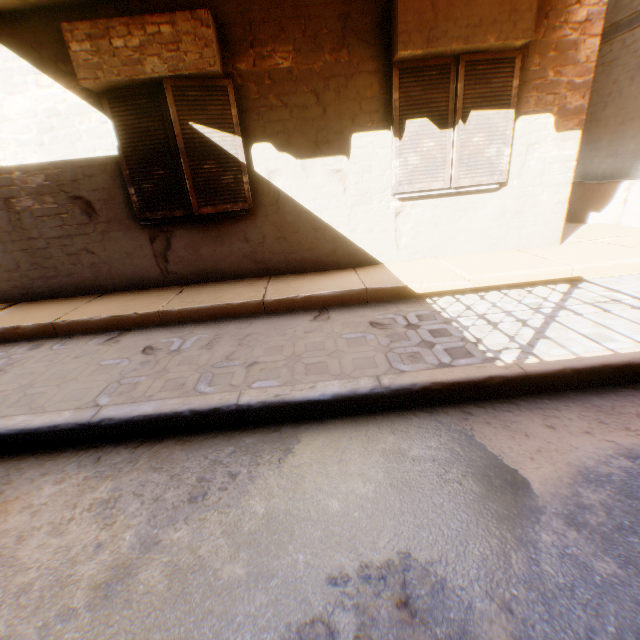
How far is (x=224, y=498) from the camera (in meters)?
1.92

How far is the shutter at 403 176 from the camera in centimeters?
415cm

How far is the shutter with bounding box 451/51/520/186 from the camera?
4.1m
